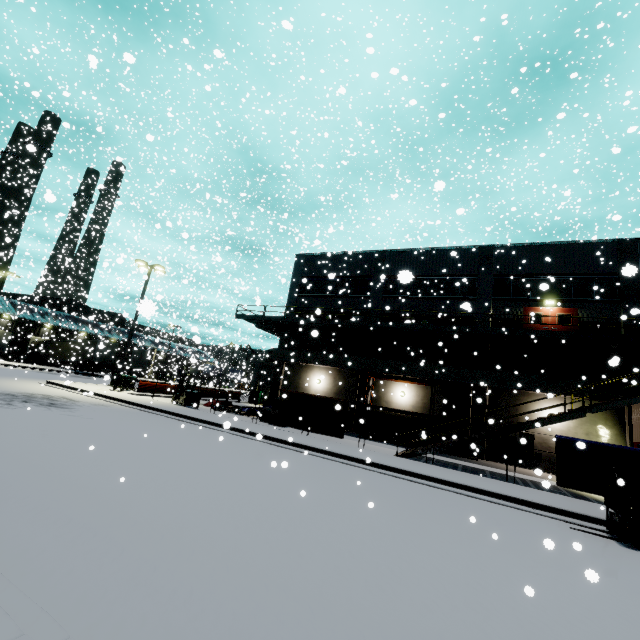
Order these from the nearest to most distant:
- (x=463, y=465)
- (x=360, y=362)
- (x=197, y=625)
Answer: (x=197, y=625) < (x=463, y=465) < (x=360, y=362)

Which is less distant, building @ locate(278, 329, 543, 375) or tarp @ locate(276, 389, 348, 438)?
tarp @ locate(276, 389, 348, 438)

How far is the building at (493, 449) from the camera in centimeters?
2022cm

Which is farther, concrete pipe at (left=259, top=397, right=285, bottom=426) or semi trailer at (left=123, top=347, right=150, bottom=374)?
semi trailer at (left=123, top=347, right=150, bottom=374)

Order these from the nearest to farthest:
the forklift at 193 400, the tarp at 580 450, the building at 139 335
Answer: the tarp at 580 450 → the forklift at 193 400 → the building at 139 335

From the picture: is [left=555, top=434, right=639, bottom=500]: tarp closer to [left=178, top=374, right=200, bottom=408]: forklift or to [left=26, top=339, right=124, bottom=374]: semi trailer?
[left=26, top=339, right=124, bottom=374]: semi trailer

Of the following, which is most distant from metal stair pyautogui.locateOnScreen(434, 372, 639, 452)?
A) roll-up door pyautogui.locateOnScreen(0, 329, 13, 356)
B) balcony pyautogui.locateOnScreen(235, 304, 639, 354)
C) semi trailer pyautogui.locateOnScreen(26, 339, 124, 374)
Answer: roll-up door pyautogui.locateOnScreen(0, 329, 13, 356)

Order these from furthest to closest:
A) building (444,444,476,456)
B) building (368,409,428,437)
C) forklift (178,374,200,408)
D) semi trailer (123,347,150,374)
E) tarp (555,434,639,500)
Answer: semi trailer (123,347,150,374) → building (368,409,428,437) → forklift (178,374,200,408) → tarp (555,434,639,500) → building (444,444,476,456)
